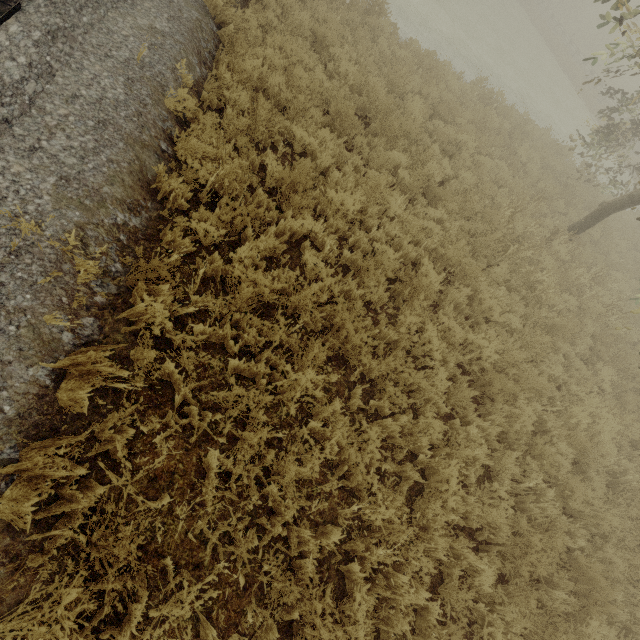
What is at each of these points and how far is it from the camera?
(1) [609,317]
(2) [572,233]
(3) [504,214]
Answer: (1) tree, 8.5m
(2) tree, 9.0m
(3) tree, 7.7m

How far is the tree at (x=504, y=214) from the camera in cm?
718

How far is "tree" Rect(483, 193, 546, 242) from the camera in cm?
718
